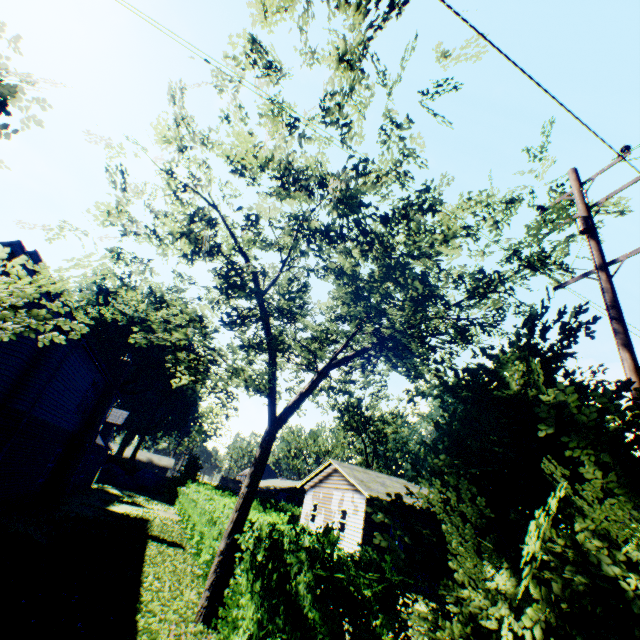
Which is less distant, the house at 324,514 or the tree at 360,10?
the tree at 360,10

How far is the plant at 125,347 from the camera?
49.00m

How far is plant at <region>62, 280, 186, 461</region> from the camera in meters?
49.0

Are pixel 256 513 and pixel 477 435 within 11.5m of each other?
no

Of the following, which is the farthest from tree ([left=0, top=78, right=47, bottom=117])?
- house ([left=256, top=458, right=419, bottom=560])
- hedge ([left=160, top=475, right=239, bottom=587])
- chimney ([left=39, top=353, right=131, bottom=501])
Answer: chimney ([left=39, top=353, right=131, bottom=501])

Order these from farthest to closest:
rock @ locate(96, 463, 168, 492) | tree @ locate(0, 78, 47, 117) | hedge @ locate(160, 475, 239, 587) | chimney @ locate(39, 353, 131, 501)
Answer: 1. rock @ locate(96, 463, 168, 492)
2. chimney @ locate(39, 353, 131, 501)
3. hedge @ locate(160, 475, 239, 587)
4. tree @ locate(0, 78, 47, 117)

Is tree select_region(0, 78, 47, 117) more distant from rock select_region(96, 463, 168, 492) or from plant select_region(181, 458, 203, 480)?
rock select_region(96, 463, 168, 492)

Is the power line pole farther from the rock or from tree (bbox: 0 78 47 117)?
the rock
